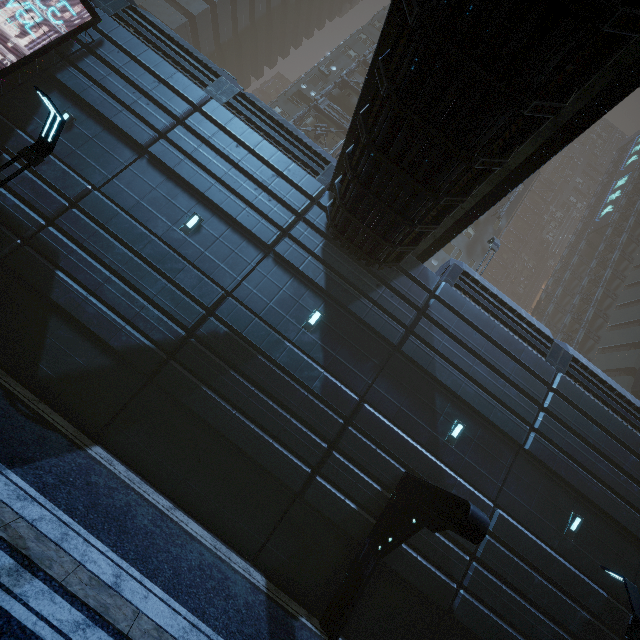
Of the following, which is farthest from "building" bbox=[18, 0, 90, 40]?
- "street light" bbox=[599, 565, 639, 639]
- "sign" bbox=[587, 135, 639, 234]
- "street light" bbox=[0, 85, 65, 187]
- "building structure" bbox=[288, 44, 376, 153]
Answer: "street light" bbox=[0, 85, 65, 187]

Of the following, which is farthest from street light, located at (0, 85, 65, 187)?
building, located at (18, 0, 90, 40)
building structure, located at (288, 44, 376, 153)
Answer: building structure, located at (288, 44, 376, 153)

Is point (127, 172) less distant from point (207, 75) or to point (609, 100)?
point (207, 75)

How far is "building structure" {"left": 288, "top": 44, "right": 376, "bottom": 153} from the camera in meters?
28.0 m

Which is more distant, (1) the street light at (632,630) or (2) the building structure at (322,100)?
(2) the building structure at (322,100)

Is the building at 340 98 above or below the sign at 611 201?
below

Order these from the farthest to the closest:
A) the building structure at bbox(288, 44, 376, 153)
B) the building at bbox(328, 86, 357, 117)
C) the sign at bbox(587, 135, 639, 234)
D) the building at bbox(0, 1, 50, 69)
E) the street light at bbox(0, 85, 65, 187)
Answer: the sign at bbox(587, 135, 639, 234) → the building at bbox(328, 86, 357, 117) → the building structure at bbox(288, 44, 376, 153) → the building at bbox(0, 1, 50, 69) → the street light at bbox(0, 85, 65, 187)

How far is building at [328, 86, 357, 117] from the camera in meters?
30.8
